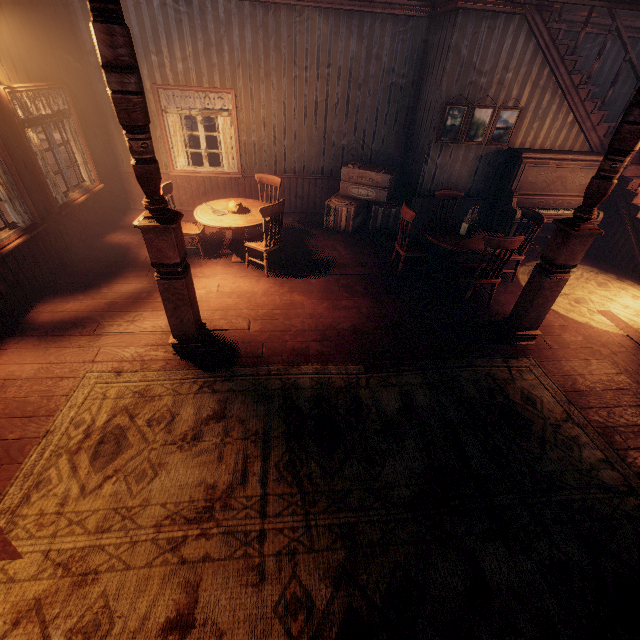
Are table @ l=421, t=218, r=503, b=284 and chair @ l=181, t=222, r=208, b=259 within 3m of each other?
no

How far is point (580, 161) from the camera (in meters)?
6.23

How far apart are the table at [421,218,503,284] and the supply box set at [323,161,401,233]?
1.3 meters

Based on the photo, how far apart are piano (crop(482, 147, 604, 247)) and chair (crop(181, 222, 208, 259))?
5.9m

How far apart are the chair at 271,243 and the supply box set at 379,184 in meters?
2.0

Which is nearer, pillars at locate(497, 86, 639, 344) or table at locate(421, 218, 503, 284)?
pillars at locate(497, 86, 639, 344)

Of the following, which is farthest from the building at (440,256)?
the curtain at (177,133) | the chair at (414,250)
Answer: the chair at (414,250)

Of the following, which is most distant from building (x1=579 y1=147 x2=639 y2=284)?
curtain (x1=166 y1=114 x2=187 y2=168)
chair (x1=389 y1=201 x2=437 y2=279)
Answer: chair (x1=389 y1=201 x2=437 y2=279)
